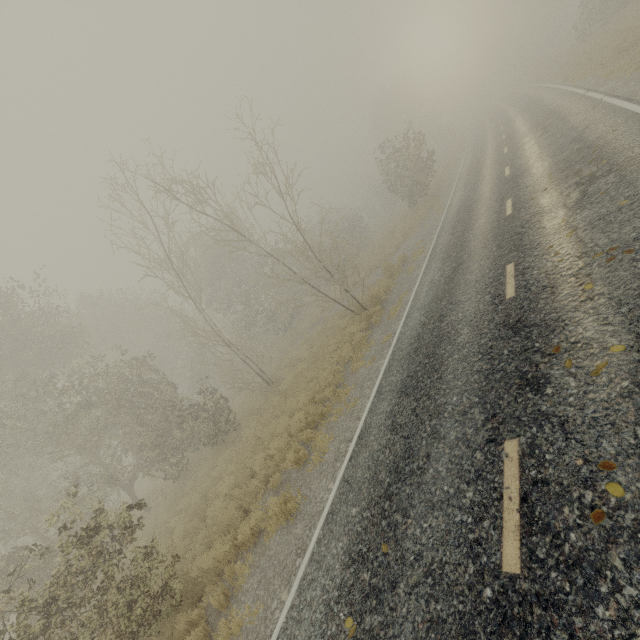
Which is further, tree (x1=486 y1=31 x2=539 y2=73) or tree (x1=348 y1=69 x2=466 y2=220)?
tree (x1=486 y1=31 x2=539 y2=73)

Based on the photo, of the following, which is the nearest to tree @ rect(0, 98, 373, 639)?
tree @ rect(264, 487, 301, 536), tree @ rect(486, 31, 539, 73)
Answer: tree @ rect(264, 487, 301, 536)

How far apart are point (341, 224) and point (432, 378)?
33.1 meters

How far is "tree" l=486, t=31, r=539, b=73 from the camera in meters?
52.8 m

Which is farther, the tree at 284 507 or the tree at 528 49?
the tree at 528 49

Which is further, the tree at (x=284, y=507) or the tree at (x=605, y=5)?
the tree at (x=605, y=5)

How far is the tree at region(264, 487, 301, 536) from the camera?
7.1m

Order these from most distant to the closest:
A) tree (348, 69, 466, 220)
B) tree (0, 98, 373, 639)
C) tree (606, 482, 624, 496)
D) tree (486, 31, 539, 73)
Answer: tree (486, 31, 539, 73) → tree (348, 69, 466, 220) → tree (0, 98, 373, 639) → tree (606, 482, 624, 496)
